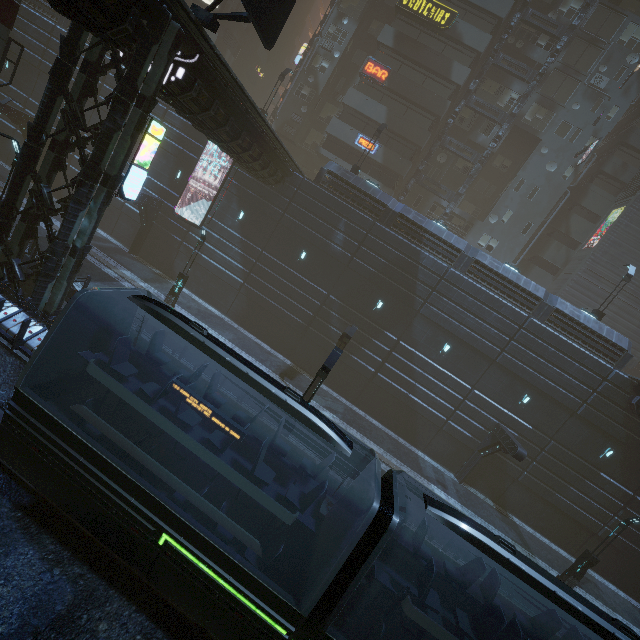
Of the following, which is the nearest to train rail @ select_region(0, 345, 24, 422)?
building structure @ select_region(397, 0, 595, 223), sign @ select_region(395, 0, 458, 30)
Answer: building structure @ select_region(397, 0, 595, 223)

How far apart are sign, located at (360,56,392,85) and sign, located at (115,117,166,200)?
25.53m

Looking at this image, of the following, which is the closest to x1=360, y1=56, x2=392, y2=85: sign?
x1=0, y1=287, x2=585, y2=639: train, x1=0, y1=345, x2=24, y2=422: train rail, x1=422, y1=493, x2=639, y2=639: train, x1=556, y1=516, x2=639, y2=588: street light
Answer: x1=0, y1=287, x2=585, y2=639: train

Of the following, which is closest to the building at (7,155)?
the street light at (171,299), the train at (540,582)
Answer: the street light at (171,299)

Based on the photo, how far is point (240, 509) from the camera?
8.60m

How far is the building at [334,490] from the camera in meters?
13.3

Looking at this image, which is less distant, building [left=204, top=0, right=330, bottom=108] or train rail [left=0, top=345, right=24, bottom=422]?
train rail [left=0, top=345, right=24, bottom=422]

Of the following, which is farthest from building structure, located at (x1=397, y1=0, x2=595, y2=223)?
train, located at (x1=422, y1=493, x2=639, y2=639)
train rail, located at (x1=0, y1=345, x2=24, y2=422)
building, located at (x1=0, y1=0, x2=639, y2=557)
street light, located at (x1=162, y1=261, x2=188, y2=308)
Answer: train rail, located at (x1=0, y1=345, x2=24, y2=422)
